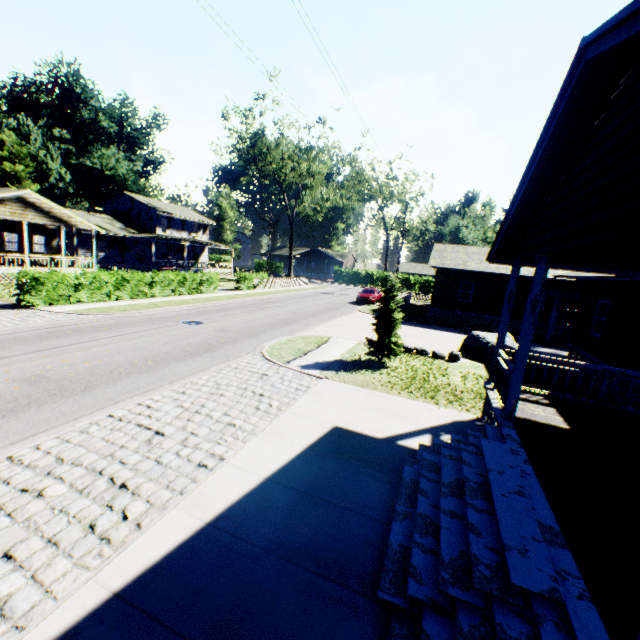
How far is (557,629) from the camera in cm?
281

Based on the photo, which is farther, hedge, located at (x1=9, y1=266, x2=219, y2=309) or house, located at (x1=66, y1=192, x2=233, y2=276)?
house, located at (x1=66, y1=192, x2=233, y2=276)

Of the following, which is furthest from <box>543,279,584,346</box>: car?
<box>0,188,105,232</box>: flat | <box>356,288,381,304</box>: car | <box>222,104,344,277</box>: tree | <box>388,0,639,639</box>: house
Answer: <box>0,188,105,232</box>: flat

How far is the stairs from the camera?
3.27m

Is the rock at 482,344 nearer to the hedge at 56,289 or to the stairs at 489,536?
the stairs at 489,536

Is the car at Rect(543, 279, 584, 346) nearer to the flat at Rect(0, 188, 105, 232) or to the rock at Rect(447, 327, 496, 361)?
the rock at Rect(447, 327, 496, 361)

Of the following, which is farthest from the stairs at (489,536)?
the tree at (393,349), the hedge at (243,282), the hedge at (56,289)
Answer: the hedge at (243,282)

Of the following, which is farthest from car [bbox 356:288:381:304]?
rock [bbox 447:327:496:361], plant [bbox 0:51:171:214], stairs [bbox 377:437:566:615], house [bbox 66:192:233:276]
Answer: plant [bbox 0:51:171:214]
